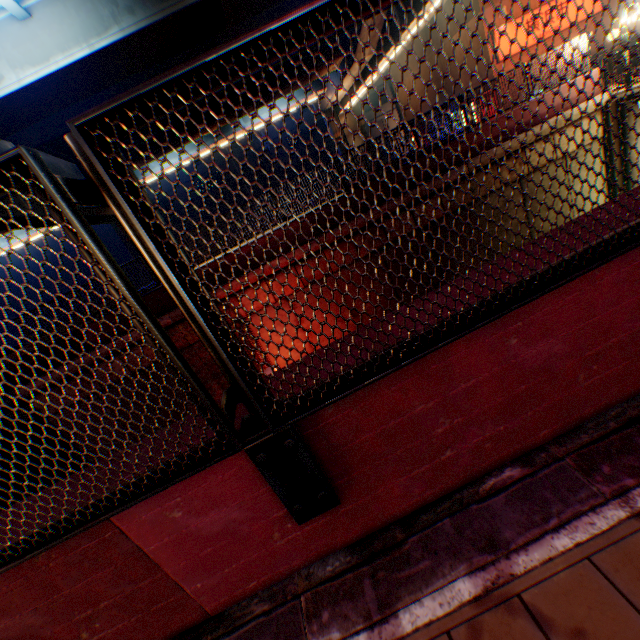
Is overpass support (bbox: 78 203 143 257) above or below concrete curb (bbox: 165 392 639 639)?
above

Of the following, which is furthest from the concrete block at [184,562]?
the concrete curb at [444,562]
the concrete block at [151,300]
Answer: the concrete block at [151,300]

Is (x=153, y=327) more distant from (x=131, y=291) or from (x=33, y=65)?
(x=33, y=65)

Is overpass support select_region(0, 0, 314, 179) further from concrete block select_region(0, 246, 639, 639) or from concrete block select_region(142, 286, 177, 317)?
concrete block select_region(0, 246, 639, 639)

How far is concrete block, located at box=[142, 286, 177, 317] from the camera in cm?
1148

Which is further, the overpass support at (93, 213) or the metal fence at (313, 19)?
the overpass support at (93, 213)

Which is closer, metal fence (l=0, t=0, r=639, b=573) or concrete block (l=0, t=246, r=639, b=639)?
metal fence (l=0, t=0, r=639, b=573)
